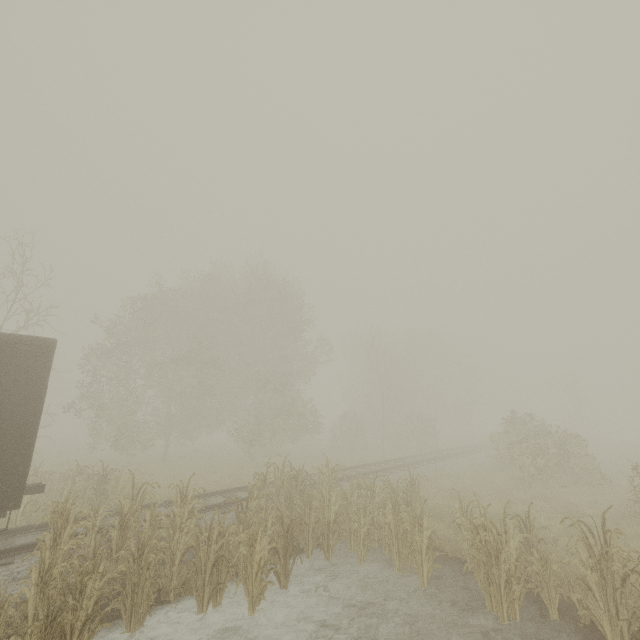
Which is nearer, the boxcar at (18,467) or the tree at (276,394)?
the tree at (276,394)

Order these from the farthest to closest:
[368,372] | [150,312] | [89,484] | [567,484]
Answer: [368,372], [150,312], [567,484], [89,484]

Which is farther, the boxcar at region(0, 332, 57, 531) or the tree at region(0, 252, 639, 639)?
the boxcar at region(0, 332, 57, 531)
